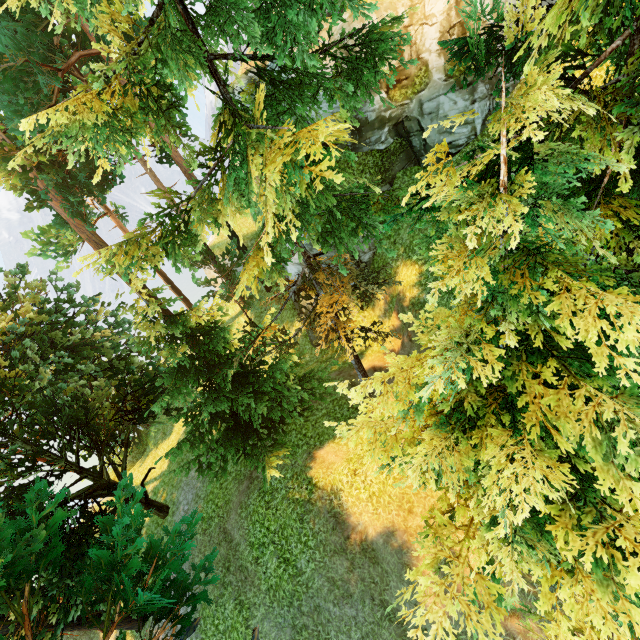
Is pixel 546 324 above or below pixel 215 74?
below
